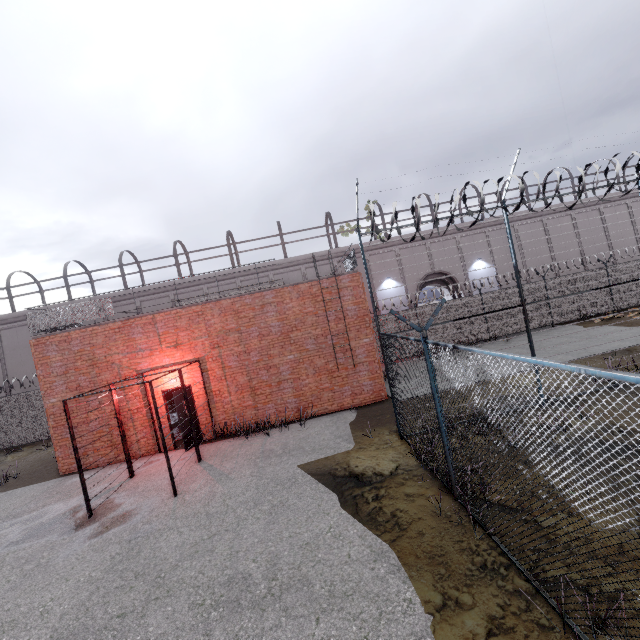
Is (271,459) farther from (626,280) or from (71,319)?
(626,280)

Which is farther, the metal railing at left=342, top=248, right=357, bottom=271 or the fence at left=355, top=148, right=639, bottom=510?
the metal railing at left=342, top=248, right=357, bottom=271

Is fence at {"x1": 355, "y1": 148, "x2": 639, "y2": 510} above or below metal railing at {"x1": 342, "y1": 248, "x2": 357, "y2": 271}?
below

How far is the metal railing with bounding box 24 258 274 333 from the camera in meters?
11.4 m

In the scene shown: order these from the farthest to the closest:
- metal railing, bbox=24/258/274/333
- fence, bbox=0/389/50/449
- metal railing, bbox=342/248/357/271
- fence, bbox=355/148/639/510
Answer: fence, bbox=0/389/50/449 < metal railing, bbox=342/248/357/271 < metal railing, bbox=24/258/274/333 < fence, bbox=355/148/639/510

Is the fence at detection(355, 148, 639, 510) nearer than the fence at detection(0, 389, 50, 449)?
Yes

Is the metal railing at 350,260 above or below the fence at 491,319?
above

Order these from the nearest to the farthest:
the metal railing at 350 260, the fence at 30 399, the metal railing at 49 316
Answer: the metal railing at 49 316 < the metal railing at 350 260 < the fence at 30 399
